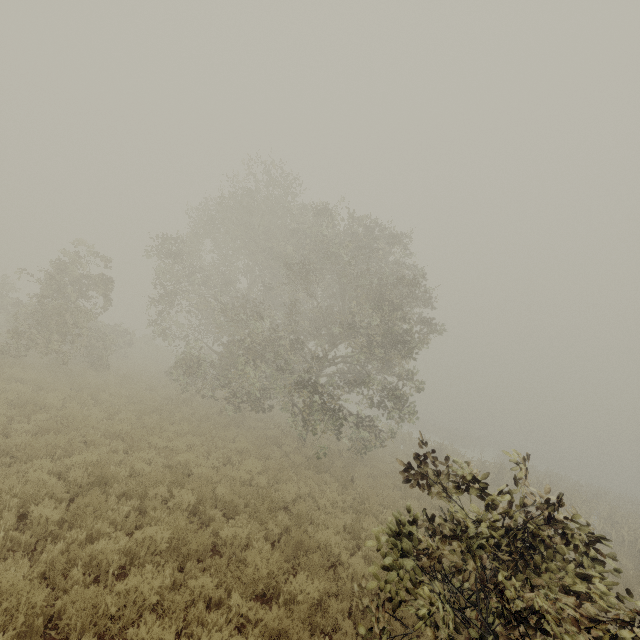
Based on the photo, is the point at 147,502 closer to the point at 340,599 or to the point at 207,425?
the point at 340,599
